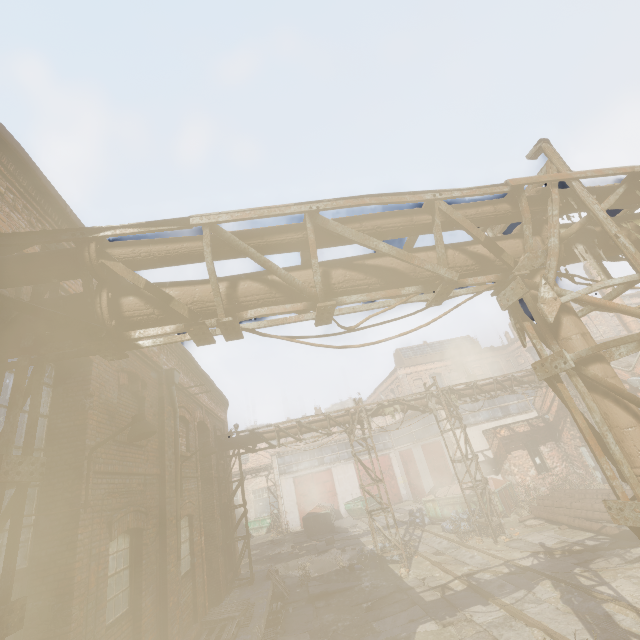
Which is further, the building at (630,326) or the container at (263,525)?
the container at (263,525)

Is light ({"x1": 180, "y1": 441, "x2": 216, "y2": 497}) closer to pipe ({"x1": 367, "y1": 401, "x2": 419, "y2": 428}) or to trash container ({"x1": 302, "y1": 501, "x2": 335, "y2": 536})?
pipe ({"x1": 367, "y1": 401, "x2": 419, "y2": 428})

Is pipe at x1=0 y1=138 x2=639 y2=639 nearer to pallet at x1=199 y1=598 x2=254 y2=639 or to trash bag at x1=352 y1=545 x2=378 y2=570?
trash bag at x1=352 y1=545 x2=378 y2=570

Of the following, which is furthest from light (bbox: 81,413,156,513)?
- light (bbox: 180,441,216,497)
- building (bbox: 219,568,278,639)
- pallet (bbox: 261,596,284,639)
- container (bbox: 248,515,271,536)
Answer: container (bbox: 248,515,271,536)

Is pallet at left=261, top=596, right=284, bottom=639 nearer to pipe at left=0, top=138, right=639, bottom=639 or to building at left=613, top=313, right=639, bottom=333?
pipe at left=0, top=138, right=639, bottom=639

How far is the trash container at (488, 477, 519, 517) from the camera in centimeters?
1614cm

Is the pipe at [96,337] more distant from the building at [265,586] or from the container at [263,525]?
the container at [263,525]

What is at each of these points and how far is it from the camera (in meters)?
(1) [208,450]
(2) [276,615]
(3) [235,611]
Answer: (1) light, 8.80
(2) pallet, 10.70
(3) pallet, 8.77
